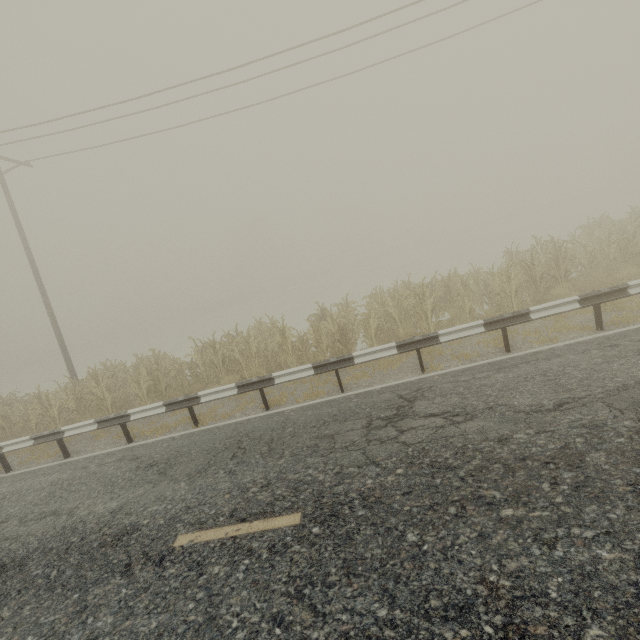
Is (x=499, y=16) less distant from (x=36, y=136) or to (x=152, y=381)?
(x=152, y=381)

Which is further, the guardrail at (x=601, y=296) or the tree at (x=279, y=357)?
the tree at (x=279, y=357)

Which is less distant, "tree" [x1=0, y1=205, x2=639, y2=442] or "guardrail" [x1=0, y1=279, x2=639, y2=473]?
"guardrail" [x1=0, y1=279, x2=639, y2=473]
